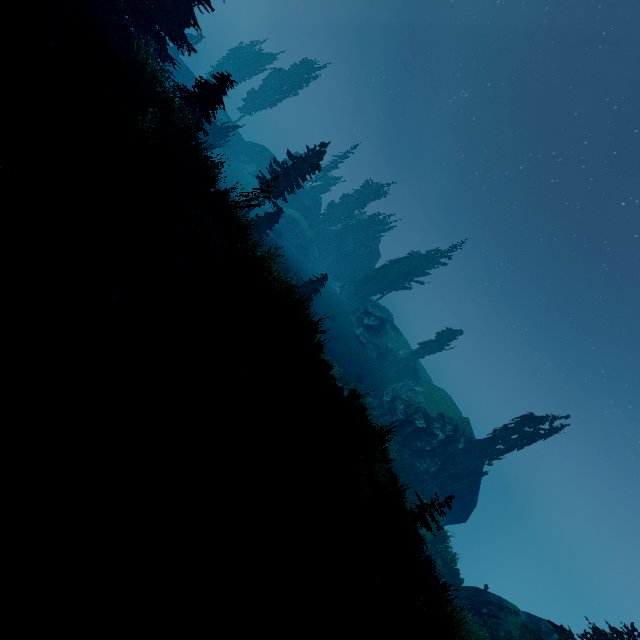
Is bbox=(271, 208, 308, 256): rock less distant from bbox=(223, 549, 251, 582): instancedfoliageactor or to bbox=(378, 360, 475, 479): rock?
bbox=(223, 549, 251, 582): instancedfoliageactor

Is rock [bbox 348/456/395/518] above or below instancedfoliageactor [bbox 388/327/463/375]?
below

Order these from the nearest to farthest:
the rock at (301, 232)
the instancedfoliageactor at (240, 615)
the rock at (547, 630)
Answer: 1. the instancedfoliageactor at (240, 615)
2. the rock at (547, 630)
3. the rock at (301, 232)

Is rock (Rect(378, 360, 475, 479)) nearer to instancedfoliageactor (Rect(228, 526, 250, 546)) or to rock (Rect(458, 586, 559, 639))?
instancedfoliageactor (Rect(228, 526, 250, 546))

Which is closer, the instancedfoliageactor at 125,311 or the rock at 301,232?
the instancedfoliageactor at 125,311

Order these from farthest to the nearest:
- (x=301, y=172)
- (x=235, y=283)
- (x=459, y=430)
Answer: (x=459, y=430), (x=301, y=172), (x=235, y=283)

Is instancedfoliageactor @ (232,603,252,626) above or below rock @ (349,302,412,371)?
below

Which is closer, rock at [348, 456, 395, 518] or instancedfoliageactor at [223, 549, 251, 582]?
instancedfoliageactor at [223, 549, 251, 582]
